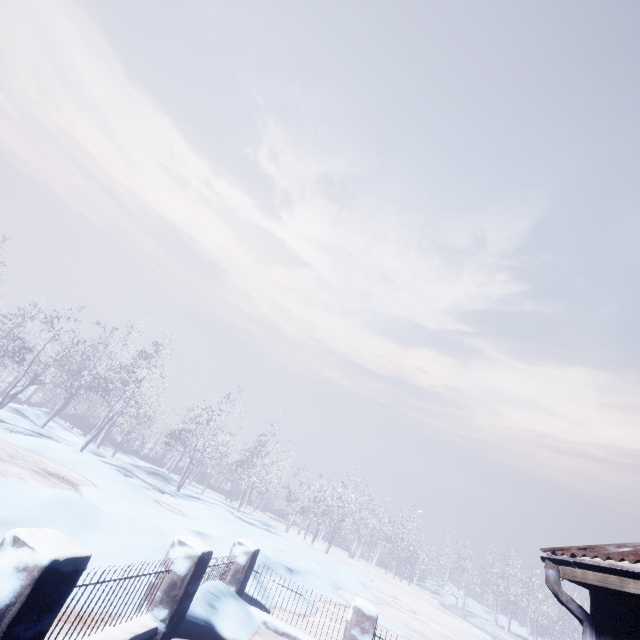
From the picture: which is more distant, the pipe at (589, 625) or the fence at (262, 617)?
the fence at (262, 617)

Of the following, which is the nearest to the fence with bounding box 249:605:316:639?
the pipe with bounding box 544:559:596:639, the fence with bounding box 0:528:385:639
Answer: the fence with bounding box 0:528:385:639

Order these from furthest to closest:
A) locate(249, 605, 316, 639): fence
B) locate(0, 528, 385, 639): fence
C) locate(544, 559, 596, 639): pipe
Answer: locate(249, 605, 316, 639): fence
locate(544, 559, 596, 639): pipe
locate(0, 528, 385, 639): fence

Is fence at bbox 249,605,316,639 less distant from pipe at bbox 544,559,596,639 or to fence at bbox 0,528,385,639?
fence at bbox 0,528,385,639

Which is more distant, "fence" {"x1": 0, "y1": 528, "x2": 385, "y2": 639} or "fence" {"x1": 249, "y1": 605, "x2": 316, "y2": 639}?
"fence" {"x1": 249, "y1": 605, "x2": 316, "y2": 639}

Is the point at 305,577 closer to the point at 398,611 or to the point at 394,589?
the point at 398,611

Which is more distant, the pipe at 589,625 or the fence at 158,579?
the pipe at 589,625
